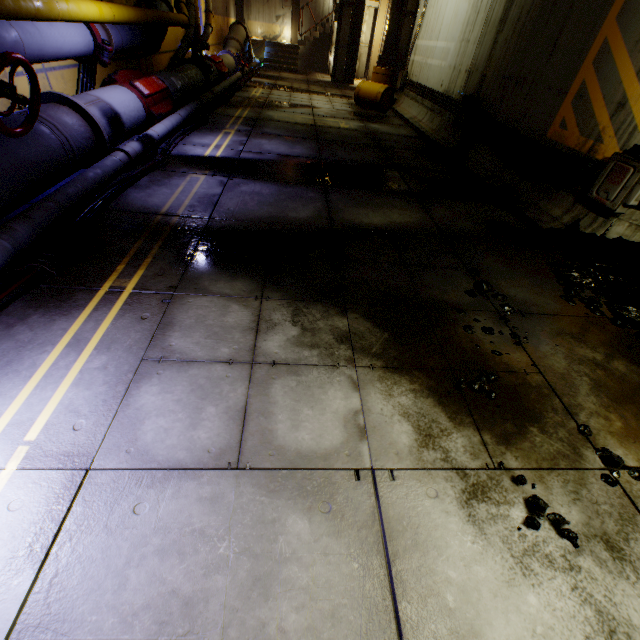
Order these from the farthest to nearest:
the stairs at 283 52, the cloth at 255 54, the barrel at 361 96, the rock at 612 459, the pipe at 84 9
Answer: the stairs at 283 52 < the cloth at 255 54 < the barrel at 361 96 < the pipe at 84 9 < the rock at 612 459

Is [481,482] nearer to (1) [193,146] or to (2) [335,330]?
(2) [335,330]

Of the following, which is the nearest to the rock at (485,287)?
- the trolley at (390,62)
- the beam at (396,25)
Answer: the trolley at (390,62)

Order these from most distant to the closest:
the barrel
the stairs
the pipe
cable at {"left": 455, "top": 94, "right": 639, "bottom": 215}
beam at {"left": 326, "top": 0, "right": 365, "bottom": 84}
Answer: the stairs < beam at {"left": 326, "top": 0, "right": 365, "bottom": 84} < the barrel < cable at {"left": 455, "top": 94, "right": 639, "bottom": 215} < the pipe

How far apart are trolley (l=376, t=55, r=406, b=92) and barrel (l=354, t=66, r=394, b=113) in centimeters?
511cm

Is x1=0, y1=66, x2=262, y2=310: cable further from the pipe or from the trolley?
the trolley

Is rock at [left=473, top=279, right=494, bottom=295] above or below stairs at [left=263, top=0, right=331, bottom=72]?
below

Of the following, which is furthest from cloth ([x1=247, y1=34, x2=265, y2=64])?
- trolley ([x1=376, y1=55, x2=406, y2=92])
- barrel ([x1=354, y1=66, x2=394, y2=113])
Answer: barrel ([x1=354, y1=66, x2=394, y2=113])
